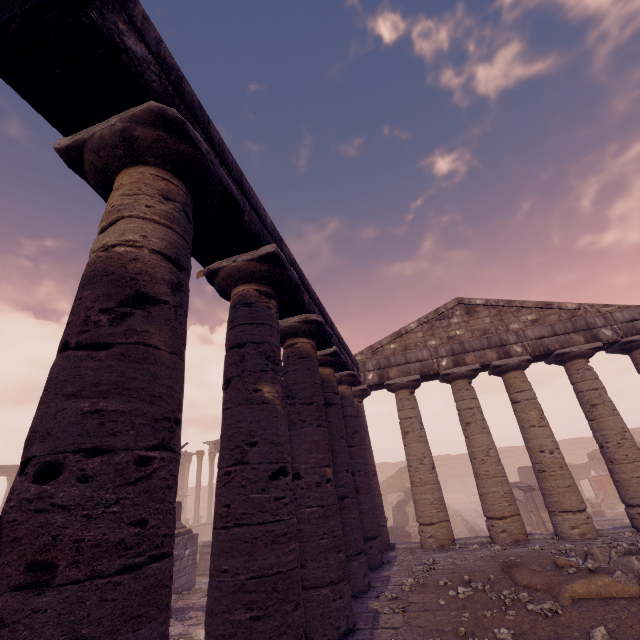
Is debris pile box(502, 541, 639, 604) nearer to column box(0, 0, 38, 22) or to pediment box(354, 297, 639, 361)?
pediment box(354, 297, 639, 361)

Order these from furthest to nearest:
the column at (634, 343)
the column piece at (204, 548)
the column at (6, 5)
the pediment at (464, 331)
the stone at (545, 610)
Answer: the column piece at (204, 548) < the pediment at (464, 331) < the column at (634, 343) < the stone at (545, 610) < the column at (6, 5)

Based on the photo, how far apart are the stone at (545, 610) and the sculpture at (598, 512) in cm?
1765

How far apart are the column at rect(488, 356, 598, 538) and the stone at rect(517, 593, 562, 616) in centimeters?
565cm

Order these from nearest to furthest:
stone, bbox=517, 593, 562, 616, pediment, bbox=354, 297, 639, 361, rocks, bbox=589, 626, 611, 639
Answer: rocks, bbox=589, 626, 611, 639
stone, bbox=517, 593, 562, 616
pediment, bbox=354, 297, 639, 361

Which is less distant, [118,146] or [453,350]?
[118,146]

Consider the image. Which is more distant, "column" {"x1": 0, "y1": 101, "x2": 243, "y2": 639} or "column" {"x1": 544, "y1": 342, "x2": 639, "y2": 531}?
"column" {"x1": 544, "y1": 342, "x2": 639, "y2": 531}
